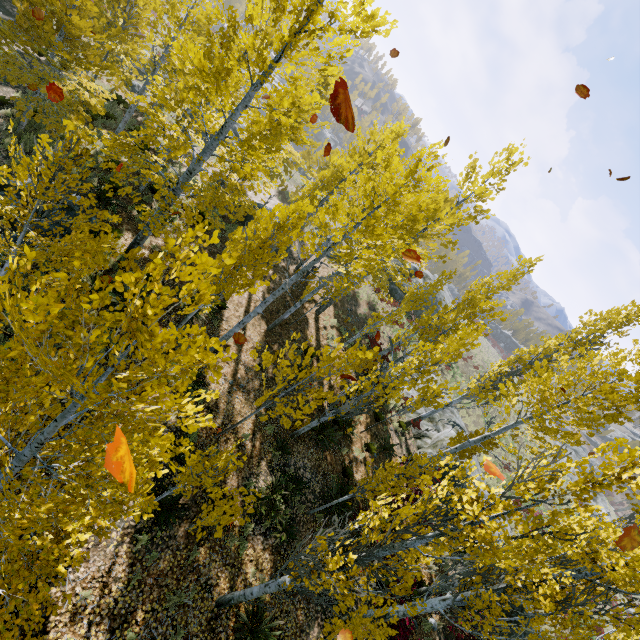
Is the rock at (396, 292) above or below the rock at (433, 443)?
above

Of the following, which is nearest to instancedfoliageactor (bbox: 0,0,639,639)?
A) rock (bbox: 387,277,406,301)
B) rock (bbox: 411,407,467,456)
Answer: rock (bbox: 411,407,467,456)

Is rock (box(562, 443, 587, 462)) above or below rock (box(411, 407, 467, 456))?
above

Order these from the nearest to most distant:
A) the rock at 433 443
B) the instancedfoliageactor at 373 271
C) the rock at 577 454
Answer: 1. the instancedfoliageactor at 373 271
2. the rock at 433 443
3. the rock at 577 454

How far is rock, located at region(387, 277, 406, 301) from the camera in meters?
28.8 m

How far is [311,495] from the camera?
10.6 meters

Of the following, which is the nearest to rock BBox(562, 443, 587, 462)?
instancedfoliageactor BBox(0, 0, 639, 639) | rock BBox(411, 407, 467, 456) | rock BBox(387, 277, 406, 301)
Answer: instancedfoliageactor BBox(0, 0, 639, 639)
